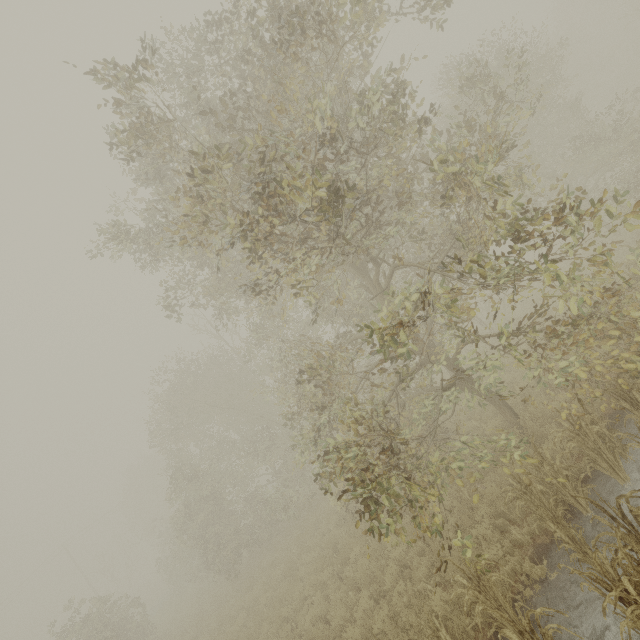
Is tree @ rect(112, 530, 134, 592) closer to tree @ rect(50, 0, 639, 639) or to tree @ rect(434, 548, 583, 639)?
tree @ rect(50, 0, 639, 639)

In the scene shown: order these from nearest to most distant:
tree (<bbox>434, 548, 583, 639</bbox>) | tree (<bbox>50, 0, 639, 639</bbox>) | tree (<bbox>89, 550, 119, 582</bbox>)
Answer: tree (<bbox>434, 548, 583, 639</bbox>) < tree (<bbox>50, 0, 639, 639</bbox>) < tree (<bbox>89, 550, 119, 582</bbox>)

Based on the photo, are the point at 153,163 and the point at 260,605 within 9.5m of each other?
no

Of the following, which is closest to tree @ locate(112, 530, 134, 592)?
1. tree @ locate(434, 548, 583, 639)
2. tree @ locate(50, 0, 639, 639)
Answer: tree @ locate(50, 0, 639, 639)

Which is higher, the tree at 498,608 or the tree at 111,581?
the tree at 111,581

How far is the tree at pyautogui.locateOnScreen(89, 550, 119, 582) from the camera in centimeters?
3891cm

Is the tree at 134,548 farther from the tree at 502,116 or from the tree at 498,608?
the tree at 498,608
